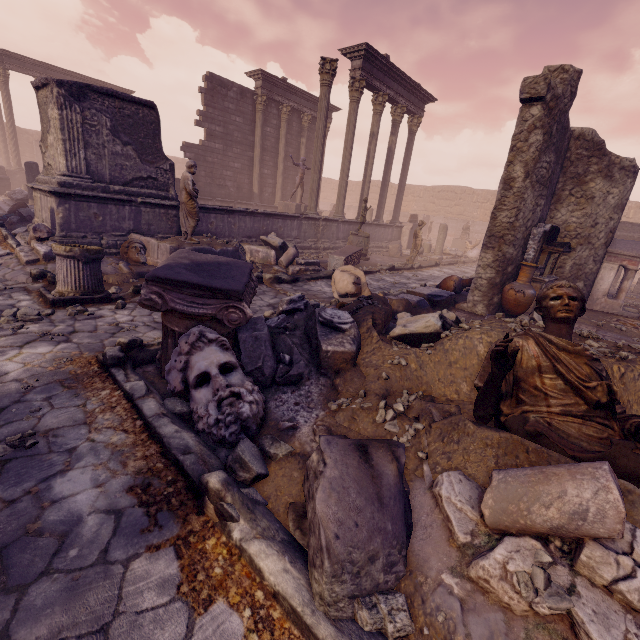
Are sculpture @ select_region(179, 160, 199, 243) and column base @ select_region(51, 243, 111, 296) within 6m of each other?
yes

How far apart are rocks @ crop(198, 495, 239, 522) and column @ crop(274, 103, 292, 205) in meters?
19.9 m

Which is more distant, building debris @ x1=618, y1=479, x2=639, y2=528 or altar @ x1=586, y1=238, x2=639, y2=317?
altar @ x1=586, y1=238, x2=639, y2=317

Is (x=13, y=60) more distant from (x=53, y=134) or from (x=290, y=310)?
(x=290, y=310)

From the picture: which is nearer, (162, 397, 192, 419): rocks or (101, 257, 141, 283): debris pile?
(162, 397, 192, 419): rocks

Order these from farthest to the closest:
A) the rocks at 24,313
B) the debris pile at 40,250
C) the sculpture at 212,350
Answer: the debris pile at 40,250 → the rocks at 24,313 → the sculpture at 212,350

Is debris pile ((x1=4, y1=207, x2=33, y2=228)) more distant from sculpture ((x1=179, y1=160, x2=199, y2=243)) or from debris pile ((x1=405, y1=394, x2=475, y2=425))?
debris pile ((x1=405, y1=394, x2=475, y2=425))

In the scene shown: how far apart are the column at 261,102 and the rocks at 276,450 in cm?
1814
